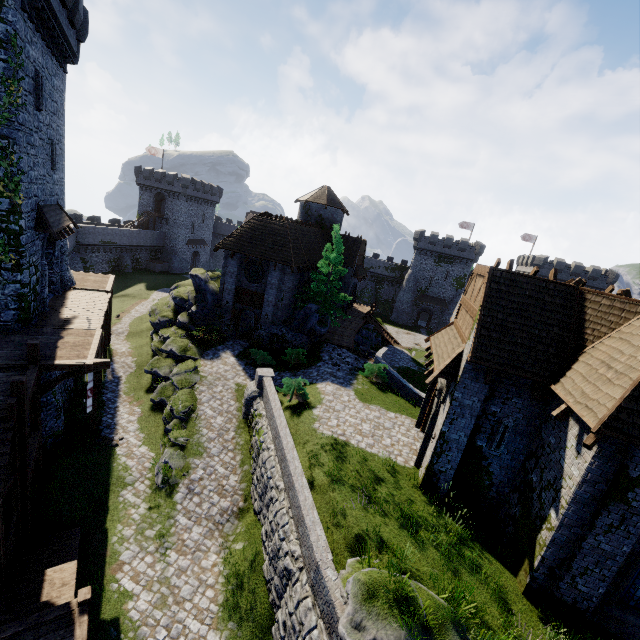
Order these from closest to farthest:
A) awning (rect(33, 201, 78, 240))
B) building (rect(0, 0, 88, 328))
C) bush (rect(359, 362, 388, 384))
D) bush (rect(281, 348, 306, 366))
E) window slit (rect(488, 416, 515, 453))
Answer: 1. window slit (rect(488, 416, 515, 453))
2. building (rect(0, 0, 88, 328))
3. awning (rect(33, 201, 78, 240))
4. bush (rect(359, 362, 388, 384))
5. bush (rect(281, 348, 306, 366))

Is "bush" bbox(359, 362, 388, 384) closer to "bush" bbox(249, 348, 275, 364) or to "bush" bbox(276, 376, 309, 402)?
"bush" bbox(276, 376, 309, 402)

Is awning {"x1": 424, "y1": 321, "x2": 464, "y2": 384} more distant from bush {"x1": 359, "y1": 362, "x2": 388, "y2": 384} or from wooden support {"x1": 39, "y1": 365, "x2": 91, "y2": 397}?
wooden support {"x1": 39, "y1": 365, "x2": 91, "y2": 397}

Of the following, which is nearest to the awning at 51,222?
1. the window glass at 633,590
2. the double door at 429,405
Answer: the double door at 429,405

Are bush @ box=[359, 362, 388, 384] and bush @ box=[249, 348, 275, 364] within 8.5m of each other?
yes

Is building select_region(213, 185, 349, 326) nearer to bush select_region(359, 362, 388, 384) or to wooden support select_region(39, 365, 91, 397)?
bush select_region(359, 362, 388, 384)

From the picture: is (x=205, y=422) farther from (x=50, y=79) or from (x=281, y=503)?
(x=50, y=79)

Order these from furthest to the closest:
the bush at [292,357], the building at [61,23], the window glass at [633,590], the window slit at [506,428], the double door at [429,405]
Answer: the bush at [292,357] < the double door at [429,405] < the building at [61,23] < the window slit at [506,428] < the window glass at [633,590]
